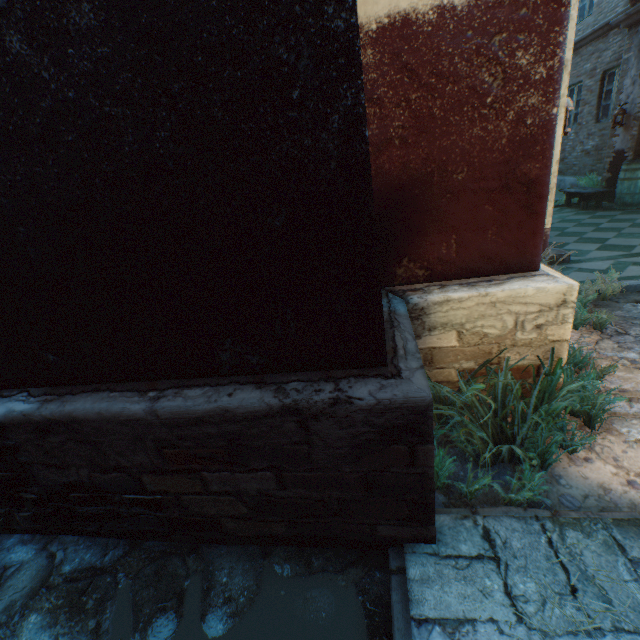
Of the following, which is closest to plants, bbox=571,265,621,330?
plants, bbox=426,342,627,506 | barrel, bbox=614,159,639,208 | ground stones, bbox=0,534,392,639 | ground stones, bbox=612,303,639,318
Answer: ground stones, bbox=612,303,639,318

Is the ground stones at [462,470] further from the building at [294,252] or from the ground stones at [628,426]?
the ground stones at [628,426]

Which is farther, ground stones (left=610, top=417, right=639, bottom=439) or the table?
the table

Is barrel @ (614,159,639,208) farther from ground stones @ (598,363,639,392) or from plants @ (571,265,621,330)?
plants @ (571,265,621,330)

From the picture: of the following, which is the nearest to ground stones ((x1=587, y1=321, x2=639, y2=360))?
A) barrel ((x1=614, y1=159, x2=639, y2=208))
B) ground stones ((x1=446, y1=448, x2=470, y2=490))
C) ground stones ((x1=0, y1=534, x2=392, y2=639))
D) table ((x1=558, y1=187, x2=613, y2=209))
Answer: ground stones ((x1=446, y1=448, x2=470, y2=490))

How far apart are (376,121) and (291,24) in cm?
104

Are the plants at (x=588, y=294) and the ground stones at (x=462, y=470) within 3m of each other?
yes

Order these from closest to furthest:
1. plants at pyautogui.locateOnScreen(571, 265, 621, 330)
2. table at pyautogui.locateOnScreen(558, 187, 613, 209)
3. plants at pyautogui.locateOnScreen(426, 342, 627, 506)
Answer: plants at pyautogui.locateOnScreen(426, 342, 627, 506) < plants at pyautogui.locateOnScreen(571, 265, 621, 330) < table at pyautogui.locateOnScreen(558, 187, 613, 209)
